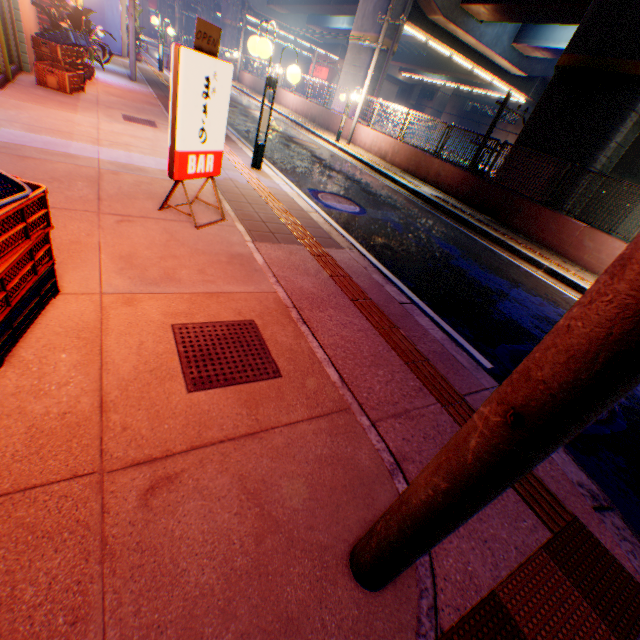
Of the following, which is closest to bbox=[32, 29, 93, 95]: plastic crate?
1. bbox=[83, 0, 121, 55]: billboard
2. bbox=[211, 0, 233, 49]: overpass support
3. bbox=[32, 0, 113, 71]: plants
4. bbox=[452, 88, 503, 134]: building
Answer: bbox=[32, 0, 113, 71]: plants

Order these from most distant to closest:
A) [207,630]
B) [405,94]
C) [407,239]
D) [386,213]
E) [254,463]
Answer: [405,94]
[386,213]
[407,239]
[254,463]
[207,630]

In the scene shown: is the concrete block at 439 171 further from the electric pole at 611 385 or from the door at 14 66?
the door at 14 66

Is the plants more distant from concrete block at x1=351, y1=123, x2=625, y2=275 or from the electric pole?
the electric pole

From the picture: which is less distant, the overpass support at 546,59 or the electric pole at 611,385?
the electric pole at 611,385

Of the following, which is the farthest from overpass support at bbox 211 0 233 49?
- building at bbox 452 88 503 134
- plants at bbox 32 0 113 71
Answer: plants at bbox 32 0 113 71

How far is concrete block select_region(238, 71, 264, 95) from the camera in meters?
27.0 m

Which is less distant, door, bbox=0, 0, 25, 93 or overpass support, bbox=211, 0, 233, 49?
door, bbox=0, 0, 25, 93
